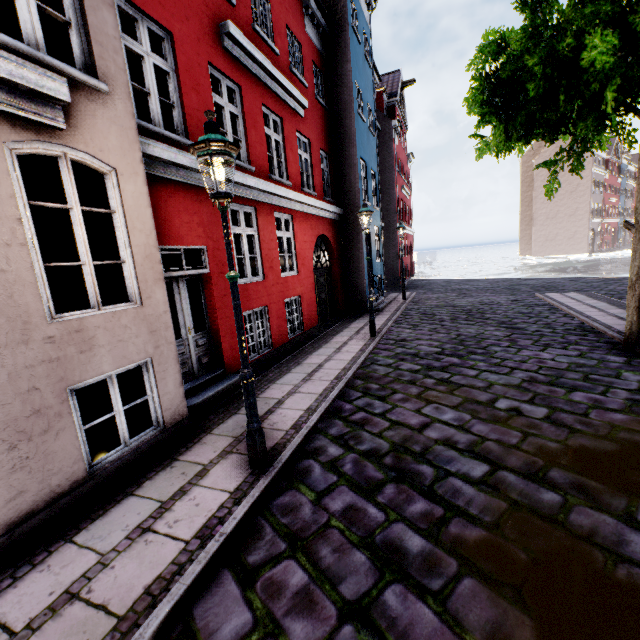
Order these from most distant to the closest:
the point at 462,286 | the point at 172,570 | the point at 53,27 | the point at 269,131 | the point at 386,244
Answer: the point at 386,244
the point at 462,286
the point at 269,131
the point at 53,27
the point at 172,570

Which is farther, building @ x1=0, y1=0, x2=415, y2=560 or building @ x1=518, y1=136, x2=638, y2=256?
building @ x1=518, y1=136, x2=638, y2=256

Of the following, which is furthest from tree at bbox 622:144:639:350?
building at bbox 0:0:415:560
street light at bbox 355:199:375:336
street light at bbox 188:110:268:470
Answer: street light at bbox 188:110:268:470

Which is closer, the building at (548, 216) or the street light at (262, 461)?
the street light at (262, 461)

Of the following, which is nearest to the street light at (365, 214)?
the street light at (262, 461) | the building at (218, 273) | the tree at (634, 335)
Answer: the building at (218, 273)

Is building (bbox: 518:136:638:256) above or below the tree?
above

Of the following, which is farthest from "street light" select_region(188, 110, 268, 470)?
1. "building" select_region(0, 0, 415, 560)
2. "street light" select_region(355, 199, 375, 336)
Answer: "street light" select_region(355, 199, 375, 336)

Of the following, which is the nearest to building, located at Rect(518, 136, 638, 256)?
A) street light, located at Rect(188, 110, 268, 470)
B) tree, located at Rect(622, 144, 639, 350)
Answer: street light, located at Rect(188, 110, 268, 470)
